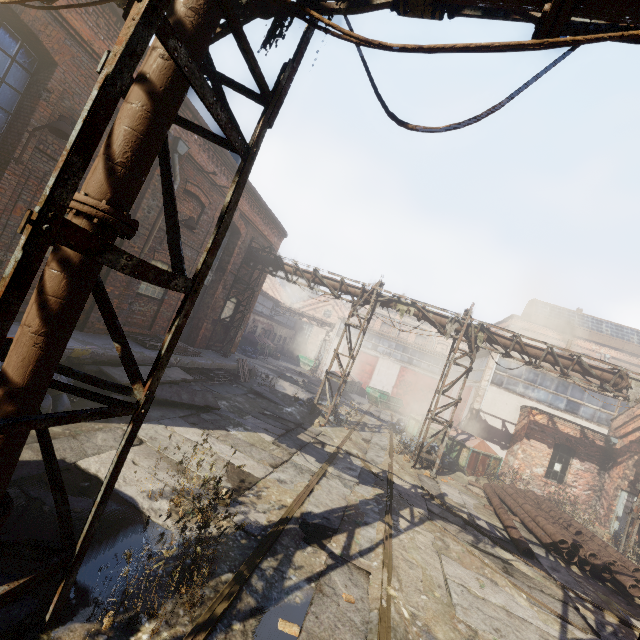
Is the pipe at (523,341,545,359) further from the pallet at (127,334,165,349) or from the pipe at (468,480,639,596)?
the pallet at (127,334,165,349)

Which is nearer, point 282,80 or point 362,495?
point 282,80

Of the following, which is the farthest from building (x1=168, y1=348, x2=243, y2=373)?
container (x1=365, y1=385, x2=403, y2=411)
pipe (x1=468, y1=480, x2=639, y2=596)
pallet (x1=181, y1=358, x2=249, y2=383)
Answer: container (x1=365, y1=385, x2=403, y2=411)

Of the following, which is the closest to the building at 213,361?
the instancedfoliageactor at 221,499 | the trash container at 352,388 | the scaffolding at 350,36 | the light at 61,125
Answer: the light at 61,125

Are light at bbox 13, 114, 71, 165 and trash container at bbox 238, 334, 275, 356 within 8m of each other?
no

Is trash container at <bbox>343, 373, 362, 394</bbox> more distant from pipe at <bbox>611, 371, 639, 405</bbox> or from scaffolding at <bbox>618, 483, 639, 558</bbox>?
pipe at <bbox>611, 371, 639, 405</bbox>

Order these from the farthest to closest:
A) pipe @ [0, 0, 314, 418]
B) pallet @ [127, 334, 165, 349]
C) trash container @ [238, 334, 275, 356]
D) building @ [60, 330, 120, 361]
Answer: trash container @ [238, 334, 275, 356]
pallet @ [127, 334, 165, 349]
building @ [60, 330, 120, 361]
pipe @ [0, 0, 314, 418]

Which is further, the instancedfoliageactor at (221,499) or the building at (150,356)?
the building at (150,356)
